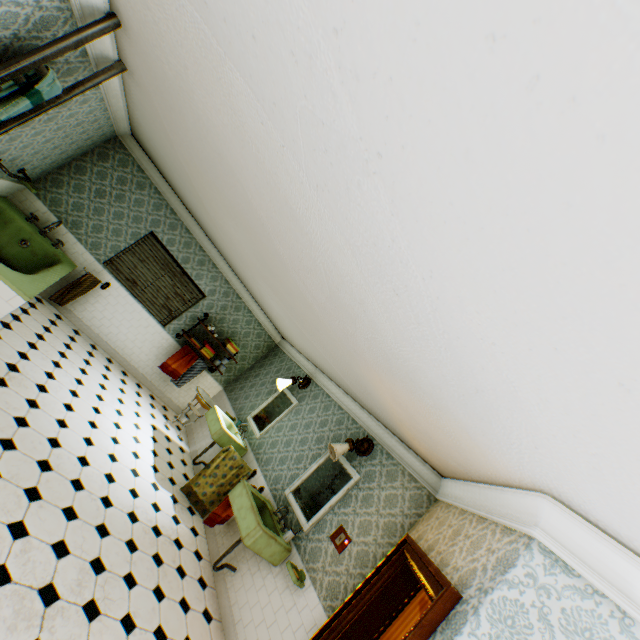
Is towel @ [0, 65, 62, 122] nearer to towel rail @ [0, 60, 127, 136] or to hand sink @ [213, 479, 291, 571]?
towel rail @ [0, 60, 127, 136]

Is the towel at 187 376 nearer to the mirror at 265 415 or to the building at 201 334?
the building at 201 334

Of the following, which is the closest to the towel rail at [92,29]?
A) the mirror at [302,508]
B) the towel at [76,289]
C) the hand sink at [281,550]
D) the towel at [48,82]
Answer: the towel at [48,82]

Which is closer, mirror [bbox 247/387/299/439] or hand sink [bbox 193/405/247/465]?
hand sink [bbox 193/405/247/465]

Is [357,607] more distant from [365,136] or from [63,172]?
[63,172]

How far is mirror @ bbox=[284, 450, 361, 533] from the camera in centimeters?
445cm

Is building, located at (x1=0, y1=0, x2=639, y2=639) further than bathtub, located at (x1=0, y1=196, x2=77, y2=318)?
No

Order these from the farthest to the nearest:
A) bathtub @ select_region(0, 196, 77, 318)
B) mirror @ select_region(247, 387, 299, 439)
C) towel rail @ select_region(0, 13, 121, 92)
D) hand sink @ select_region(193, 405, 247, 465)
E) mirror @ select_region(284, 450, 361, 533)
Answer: mirror @ select_region(247, 387, 299, 439) → hand sink @ select_region(193, 405, 247, 465) → mirror @ select_region(284, 450, 361, 533) → bathtub @ select_region(0, 196, 77, 318) → towel rail @ select_region(0, 13, 121, 92)
